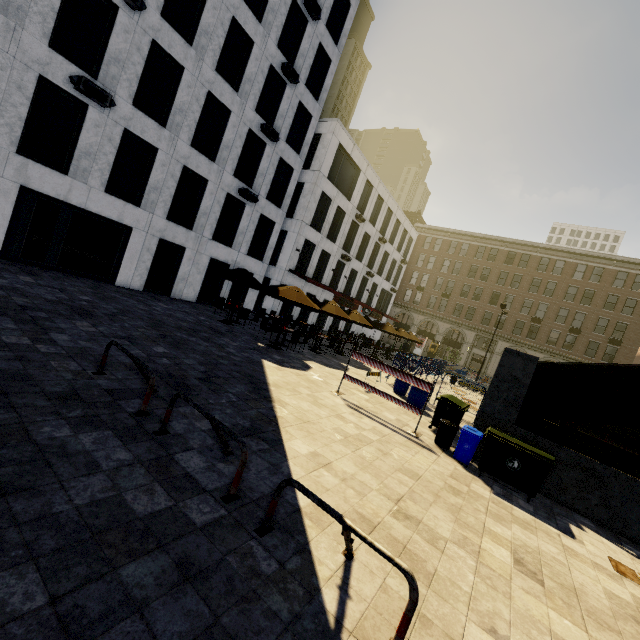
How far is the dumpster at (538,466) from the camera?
7.1m

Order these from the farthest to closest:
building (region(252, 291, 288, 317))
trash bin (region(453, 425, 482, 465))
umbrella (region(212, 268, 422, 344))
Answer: building (region(252, 291, 288, 317))
umbrella (region(212, 268, 422, 344))
trash bin (region(453, 425, 482, 465))

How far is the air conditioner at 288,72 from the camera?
18.8 meters

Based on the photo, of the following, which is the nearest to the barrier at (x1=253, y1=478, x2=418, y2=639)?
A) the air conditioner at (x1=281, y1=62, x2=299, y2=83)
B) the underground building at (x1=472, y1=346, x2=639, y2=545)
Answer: the underground building at (x1=472, y1=346, x2=639, y2=545)

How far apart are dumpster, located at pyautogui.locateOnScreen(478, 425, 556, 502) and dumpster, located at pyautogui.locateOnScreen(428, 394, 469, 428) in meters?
1.3

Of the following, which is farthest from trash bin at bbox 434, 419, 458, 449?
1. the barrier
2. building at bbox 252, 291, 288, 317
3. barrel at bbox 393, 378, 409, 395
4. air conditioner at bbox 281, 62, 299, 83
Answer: air conditioner at bbox 281, 62, 299, 83

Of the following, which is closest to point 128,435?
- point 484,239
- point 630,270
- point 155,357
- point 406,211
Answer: point 155,357

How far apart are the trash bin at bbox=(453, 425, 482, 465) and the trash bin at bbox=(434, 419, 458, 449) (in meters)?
0.14
